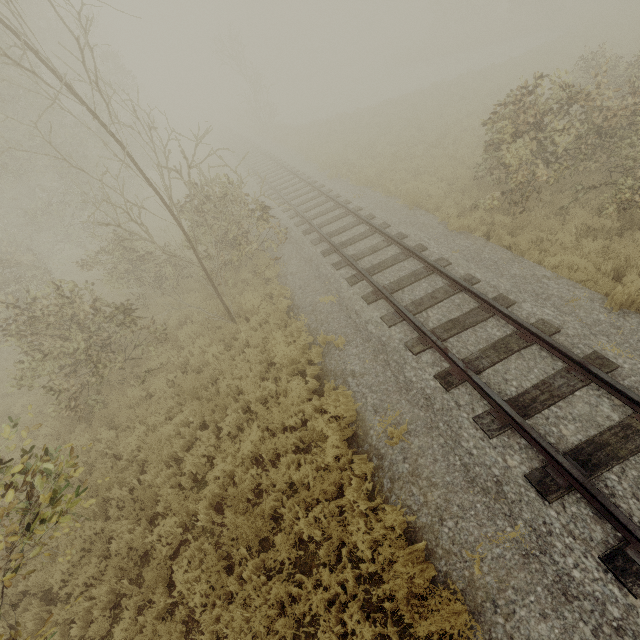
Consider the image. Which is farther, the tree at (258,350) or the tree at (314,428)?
the tree at (258,350)

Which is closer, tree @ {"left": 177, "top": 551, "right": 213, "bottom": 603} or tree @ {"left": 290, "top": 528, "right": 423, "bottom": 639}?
tree @ {"left": 290, "top": 528, "right": 423, "bottom": 639}

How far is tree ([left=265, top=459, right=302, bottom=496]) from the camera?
5.86m

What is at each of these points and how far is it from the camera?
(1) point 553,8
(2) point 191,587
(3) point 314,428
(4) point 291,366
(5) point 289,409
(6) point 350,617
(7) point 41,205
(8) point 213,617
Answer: (1) tree, 31.62m
(2) tree, 4.88m
(3) tree, 6.56m
(4) tree, 7.93m
(5) tree, 7.00m
(6) tree, 4.37m
(7) tree, 14.27m
(8) tree, 4.76m

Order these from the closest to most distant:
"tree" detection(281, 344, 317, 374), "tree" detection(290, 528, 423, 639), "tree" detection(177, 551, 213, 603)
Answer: "tree" detection(290, 528, 423, 639) → "tree" detection(177, 551, 213, 603) → "tree" detection(281, 344, 317, 374)

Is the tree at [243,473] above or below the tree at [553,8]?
below
